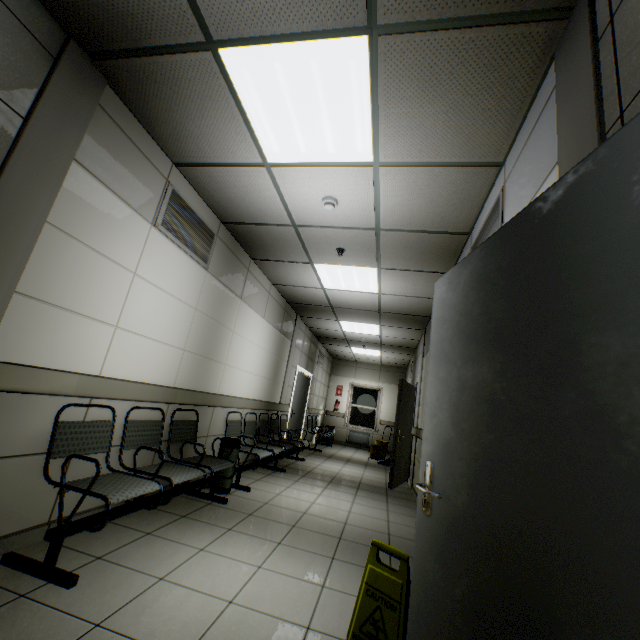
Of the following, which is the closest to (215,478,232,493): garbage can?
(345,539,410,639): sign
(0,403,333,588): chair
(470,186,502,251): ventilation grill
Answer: (0,403,333,588): chair

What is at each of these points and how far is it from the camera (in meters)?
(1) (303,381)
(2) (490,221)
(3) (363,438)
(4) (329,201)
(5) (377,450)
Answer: (1) door, 9.02
(2) ventilation grill, 2.70
(3) radiator, 12.26
(4) fire alarm, 3.24
(5) bottle, 9.36

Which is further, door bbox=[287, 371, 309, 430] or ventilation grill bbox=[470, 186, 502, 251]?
door bbox=[287, 371, 309, 430]

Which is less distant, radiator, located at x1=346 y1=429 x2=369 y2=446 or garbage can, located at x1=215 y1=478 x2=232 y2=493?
garbage can, located at x1=215 y1=478 x2=232 y2=493

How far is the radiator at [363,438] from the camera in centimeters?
1221cm

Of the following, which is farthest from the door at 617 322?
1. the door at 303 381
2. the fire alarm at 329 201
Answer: the door at 303 381

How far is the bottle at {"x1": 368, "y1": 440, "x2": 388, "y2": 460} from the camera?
9.4 meters

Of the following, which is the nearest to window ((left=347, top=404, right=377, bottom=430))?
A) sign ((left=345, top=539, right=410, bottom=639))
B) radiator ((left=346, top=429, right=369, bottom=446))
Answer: radiator ((left=346, top=429, right=369, bottom=446))
